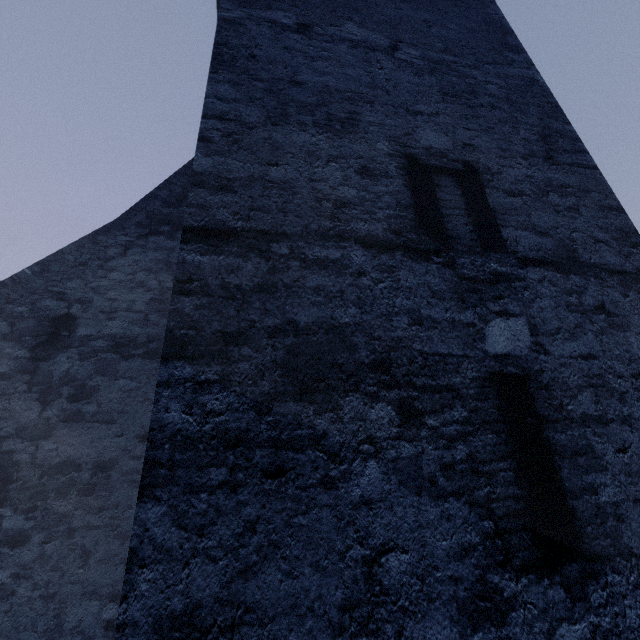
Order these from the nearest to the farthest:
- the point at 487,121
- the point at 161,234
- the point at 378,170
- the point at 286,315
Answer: the point at 286,315, the point at 378,170, the point at 487,121, the point at 161,234
